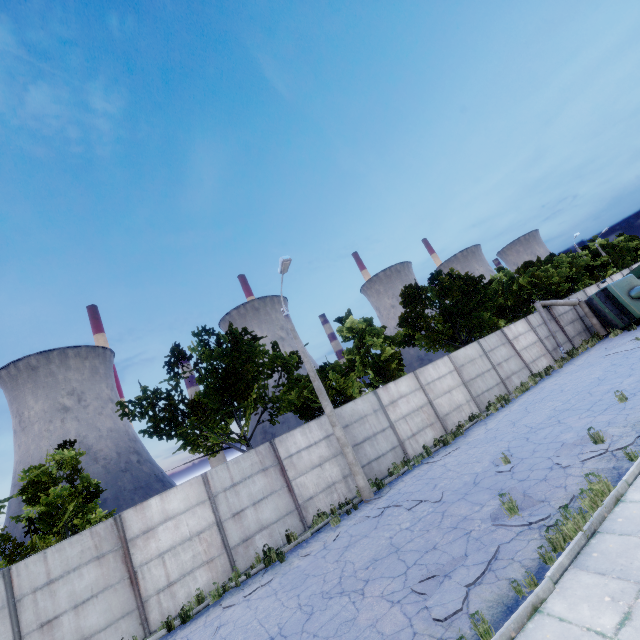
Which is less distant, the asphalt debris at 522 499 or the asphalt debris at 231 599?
the asphalt debris at 522 499

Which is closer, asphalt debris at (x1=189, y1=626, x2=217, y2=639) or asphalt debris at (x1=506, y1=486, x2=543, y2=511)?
asphalt debris at (x1=506, y1=486, x2=543, y2=511)

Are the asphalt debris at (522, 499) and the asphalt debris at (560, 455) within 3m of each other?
yes

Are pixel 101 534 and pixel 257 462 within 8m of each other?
yes

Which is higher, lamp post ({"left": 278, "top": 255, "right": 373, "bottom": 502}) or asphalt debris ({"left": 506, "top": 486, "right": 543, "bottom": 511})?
lamp post ({"left": 278, "top": 255, "right": 373, "bottom": 502})

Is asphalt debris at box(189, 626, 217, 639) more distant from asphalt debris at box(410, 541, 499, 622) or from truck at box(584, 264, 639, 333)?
truck at box(584, 264, 639, 333)

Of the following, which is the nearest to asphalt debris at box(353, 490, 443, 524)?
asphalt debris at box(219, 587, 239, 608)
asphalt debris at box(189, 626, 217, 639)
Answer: asphalt debris at box(219, 587, 239, 608)

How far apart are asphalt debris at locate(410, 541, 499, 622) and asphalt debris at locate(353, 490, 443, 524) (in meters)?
3.16
